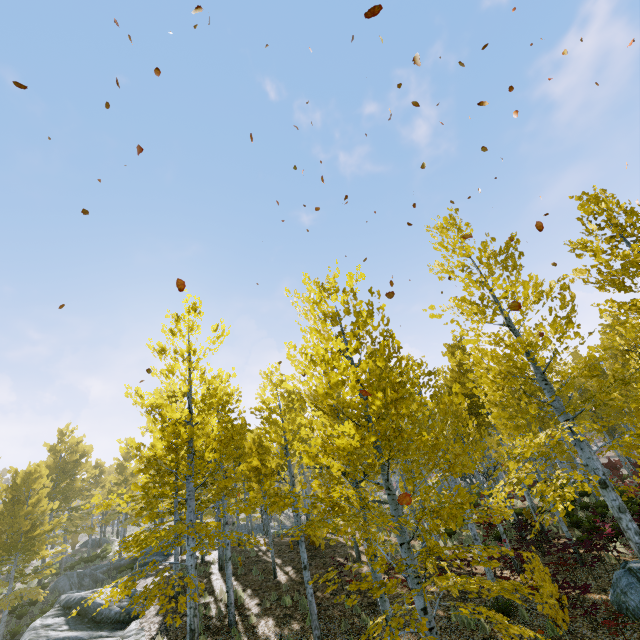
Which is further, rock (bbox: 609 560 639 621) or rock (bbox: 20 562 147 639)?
rock (bbox: 20 562 147 639)

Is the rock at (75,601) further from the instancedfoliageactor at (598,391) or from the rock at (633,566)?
the rock at (633,566)

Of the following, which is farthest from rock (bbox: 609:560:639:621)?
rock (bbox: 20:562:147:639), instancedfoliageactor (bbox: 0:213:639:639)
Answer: rock (bbox: 20:562:147:639)

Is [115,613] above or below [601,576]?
above

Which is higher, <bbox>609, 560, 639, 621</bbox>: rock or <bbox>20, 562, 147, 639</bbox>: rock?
<bbox>20, 562, 147, 639</bbox>: rock

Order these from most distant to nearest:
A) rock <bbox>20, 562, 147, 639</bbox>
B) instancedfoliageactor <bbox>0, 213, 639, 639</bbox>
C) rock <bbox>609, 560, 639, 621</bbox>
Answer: rock <bbox>20, 562, 147, 639</bbox>, rock <bbox>609, 560, 639, 621</bbox>, instancedfoliageactor <bbox>0, 213, 639, 639</bbox>

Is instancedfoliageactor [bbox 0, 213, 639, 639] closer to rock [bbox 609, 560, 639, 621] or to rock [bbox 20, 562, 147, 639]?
rock [bbox 20, 562, 147, 639]

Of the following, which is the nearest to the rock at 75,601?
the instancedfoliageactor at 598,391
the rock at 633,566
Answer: the instancedfoliageactor at 598,391
